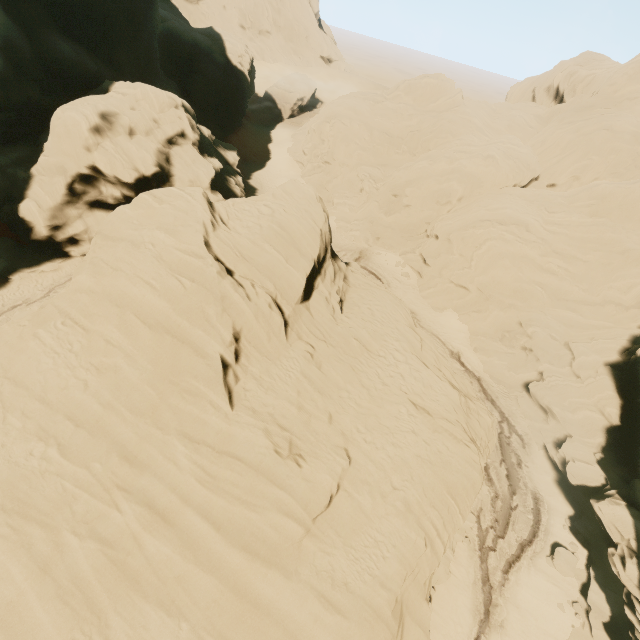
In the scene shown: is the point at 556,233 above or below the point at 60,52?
below
